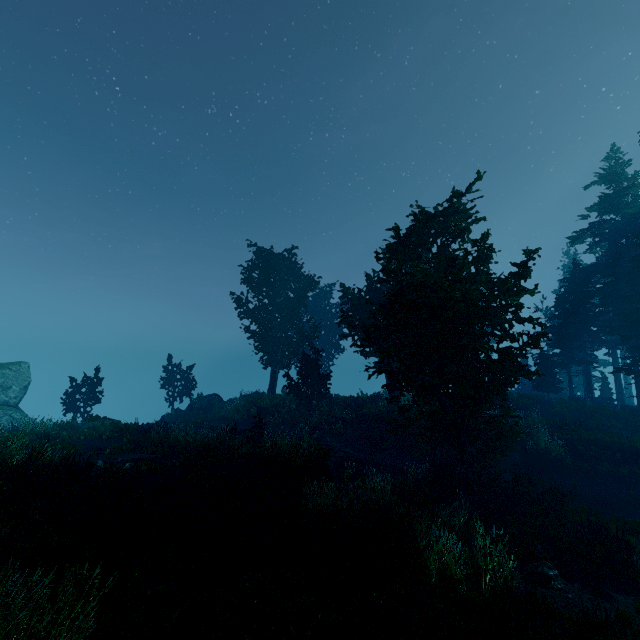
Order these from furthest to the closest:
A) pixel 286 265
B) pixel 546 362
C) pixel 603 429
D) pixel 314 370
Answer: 1. pixel 286 265
2. pixel 546 362
3. pixel 314 370
4. pixel 603 429

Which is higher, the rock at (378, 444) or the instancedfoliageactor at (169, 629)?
the instancedfoliageactor at (169, 629)

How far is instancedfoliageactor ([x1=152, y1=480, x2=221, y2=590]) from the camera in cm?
648

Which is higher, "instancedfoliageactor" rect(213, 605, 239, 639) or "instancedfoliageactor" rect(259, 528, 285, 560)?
"instancedfoliageactor" rect(213, 605, 239, 639)

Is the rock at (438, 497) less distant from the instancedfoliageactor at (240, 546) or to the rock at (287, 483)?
the instancedfoliageactor at (240, 546)

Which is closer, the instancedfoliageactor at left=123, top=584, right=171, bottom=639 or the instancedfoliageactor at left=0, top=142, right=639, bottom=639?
the instancedfoliageactor at left=123, top=584, right=171, bottom=639

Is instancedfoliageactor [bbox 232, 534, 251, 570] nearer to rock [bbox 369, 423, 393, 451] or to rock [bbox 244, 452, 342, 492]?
rock [bbox 244, 452, 342, 492]

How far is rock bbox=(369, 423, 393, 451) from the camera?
21.05m
